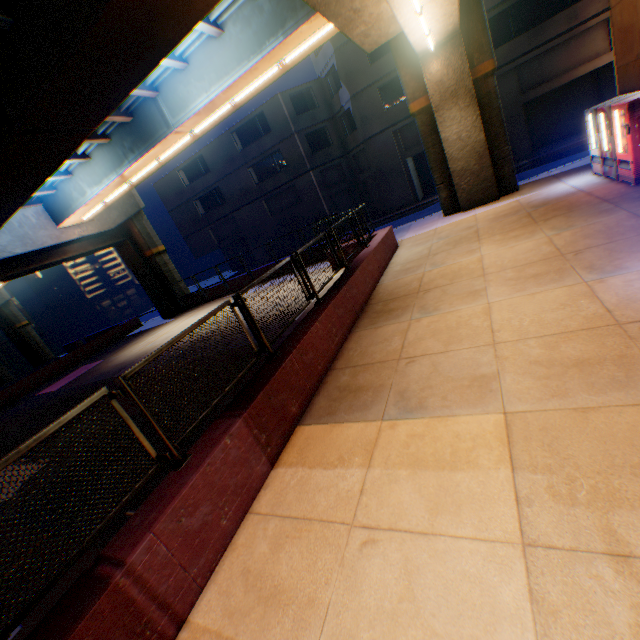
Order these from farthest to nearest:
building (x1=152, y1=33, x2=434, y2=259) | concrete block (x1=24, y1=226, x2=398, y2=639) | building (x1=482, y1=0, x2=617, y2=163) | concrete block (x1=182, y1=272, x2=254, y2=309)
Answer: building (x1=152, y1=33, x2=434, y2=259), concrete block (x1=182, y1=272, x2=254, y2=309), building (x1=482, y1=0, x2=617, y2=163), concrete block (x1=24, y1=226, x2=398, y2=639)

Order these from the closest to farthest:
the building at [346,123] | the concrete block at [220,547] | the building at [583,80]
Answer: the concrete block at [220,547], the building at [583,80], the building at [346,123]

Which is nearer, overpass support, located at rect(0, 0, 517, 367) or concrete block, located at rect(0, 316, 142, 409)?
overpass support, located at rect(0, 0, 517, 367)

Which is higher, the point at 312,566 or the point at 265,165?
the point at 265,165

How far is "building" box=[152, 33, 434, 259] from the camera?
23.0 meters

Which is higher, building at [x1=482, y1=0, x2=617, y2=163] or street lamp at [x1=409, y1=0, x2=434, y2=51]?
street lamp at [x1=409, y1=0, x2=434, y2=51]

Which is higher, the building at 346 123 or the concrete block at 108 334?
the building at 346 123

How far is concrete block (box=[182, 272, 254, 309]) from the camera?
21.3 meters
